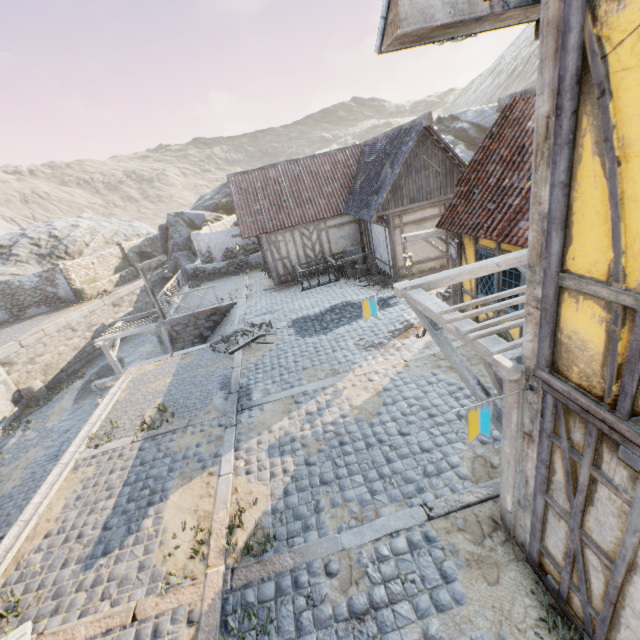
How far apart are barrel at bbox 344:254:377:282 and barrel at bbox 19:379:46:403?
19.3m

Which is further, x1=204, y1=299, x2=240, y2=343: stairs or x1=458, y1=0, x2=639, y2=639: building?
x1=204, y1=299, x2=240, y2=343: stairs

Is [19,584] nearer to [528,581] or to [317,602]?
[317,602]

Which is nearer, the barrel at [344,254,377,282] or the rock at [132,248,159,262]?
the barrel at [344,254,377,282]

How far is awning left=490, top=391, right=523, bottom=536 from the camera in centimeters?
362cm

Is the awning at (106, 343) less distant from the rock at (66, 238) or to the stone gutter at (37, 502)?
the stone gutter at (37, 502)

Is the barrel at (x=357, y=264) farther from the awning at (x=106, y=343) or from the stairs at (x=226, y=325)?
the awning at (x=106, y=343)
